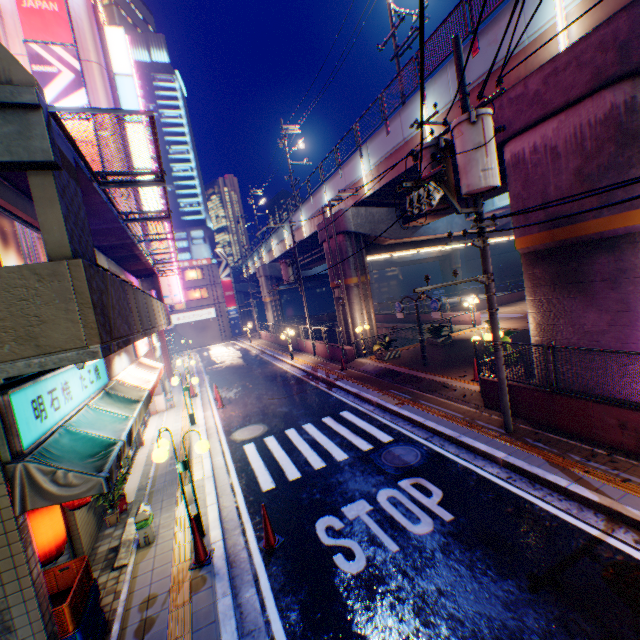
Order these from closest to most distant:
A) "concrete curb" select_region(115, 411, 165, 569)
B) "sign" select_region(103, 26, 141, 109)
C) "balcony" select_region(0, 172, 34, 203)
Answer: "balcony" select_region(0, 172, 34, 203)
"concrete curb" select_region(115, 411, 165, 569)
"sign" select_region(103, 26, 141, 109)

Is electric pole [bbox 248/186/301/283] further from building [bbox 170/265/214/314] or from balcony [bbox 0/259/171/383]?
building [bbox 170/265/214/314]

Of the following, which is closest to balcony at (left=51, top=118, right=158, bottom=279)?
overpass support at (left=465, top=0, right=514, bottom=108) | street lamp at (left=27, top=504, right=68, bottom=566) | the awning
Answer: the awning

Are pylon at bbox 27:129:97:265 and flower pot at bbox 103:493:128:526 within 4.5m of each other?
no

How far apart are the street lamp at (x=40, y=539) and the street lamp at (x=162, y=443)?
1.61m

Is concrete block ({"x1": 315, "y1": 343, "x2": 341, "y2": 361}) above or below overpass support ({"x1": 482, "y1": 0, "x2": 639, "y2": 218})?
below

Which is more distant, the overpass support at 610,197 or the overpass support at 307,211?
the overpass support at 307,211

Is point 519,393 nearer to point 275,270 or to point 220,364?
point 220,364
